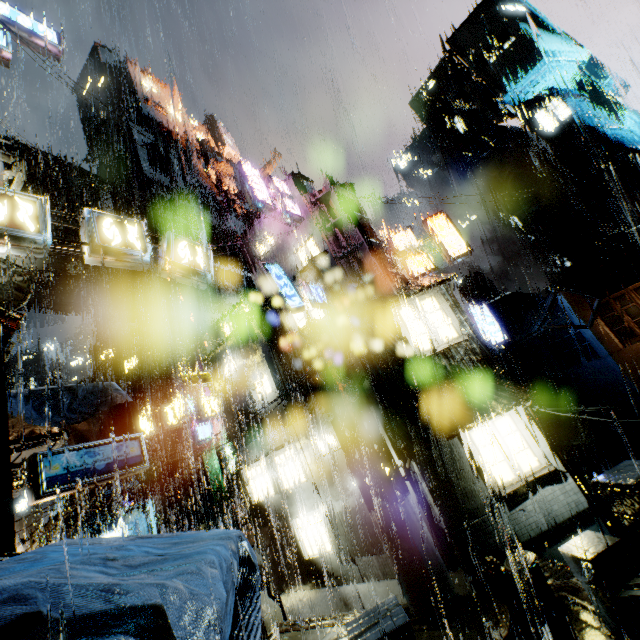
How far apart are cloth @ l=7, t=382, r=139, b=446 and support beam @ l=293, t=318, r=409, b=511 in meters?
6.7

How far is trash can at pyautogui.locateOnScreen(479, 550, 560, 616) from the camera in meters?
7.6 m

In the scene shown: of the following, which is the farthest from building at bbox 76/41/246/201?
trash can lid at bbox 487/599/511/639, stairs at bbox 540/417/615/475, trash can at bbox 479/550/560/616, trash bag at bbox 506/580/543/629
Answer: trash can lid at bbox 487/599/511/639

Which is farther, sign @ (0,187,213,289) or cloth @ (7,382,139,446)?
sign @ (0,187,213,289)

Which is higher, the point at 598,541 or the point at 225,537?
the point at 225,537

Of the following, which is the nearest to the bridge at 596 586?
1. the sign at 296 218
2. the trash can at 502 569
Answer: the trash can at 502 569

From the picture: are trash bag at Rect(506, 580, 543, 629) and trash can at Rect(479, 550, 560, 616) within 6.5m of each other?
yes

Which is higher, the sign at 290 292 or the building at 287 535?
the sign at 290 292
